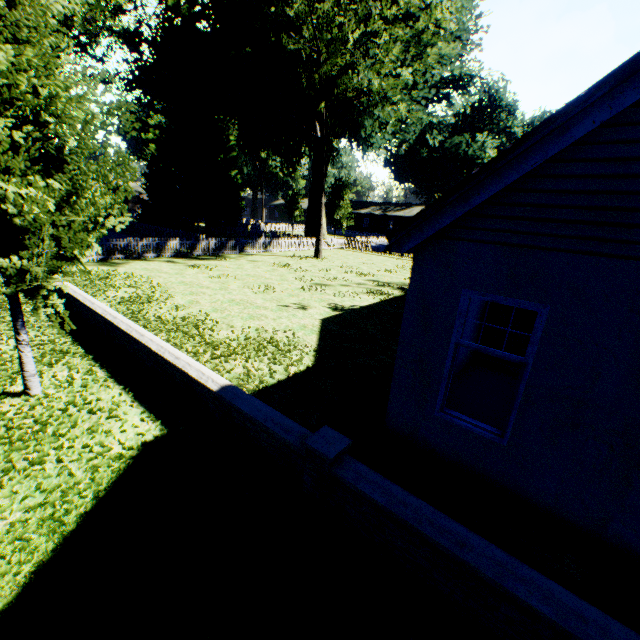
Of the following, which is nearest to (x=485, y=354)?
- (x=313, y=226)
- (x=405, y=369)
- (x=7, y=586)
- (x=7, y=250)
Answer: (x=405, y=369)

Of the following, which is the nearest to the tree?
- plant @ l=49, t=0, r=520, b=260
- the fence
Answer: the fence

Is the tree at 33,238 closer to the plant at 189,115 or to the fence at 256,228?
the fence at 256,228

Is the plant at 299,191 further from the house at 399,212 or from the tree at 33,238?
the tree at 33,238

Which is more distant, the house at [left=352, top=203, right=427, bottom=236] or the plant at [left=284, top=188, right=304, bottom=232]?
the house at [left=352, top=203, right=427, bottom=236]

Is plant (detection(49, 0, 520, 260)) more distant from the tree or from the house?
the tree

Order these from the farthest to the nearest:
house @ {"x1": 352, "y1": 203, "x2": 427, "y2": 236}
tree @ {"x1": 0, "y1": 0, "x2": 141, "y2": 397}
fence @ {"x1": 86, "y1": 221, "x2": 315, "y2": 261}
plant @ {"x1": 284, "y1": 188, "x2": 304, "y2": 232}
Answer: house @ {"x1": 352, "y1": 203, "x2": 427, "y2": 236}, plant @ {"x1": 284, "y1": 188, "x2": 304, "y2": 232}, fence @ {"x1": 86, "y1": 221, "x2": 315, "y2": 261}, tree @ {"x1": 0, "y1": 0, "x2": 141, "y2": 397}

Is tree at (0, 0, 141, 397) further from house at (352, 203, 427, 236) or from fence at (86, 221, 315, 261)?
house at (352, 203, 427, 236)
